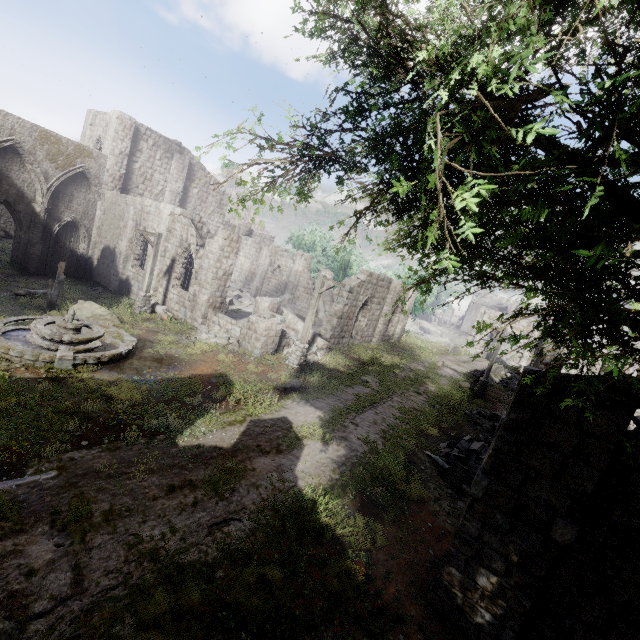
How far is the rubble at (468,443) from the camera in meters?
9.9

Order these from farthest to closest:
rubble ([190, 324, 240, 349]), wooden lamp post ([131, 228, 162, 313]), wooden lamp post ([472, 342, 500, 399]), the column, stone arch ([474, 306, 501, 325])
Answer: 1. stone arch ([474, 306, 501, 325])
2. the column
3. wooden lamp post ([472, 342, 500, 399])
4. wooden lamp post ([131, 228, 162, 313])
5. rubble ([190, 324, 240, 349])

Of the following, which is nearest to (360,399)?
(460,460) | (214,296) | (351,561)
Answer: (460,460)

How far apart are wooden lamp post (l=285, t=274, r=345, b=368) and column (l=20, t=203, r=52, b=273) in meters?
20.3 m

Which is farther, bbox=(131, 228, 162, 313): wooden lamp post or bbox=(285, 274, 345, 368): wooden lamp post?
bbox=(131, 228, 162, 313): wooden lamp post

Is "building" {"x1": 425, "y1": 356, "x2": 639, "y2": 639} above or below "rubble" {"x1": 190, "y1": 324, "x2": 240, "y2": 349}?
above

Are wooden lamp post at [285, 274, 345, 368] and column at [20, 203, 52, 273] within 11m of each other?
no

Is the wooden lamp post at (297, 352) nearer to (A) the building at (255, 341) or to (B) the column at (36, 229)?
(A) the building at (255, 341)
